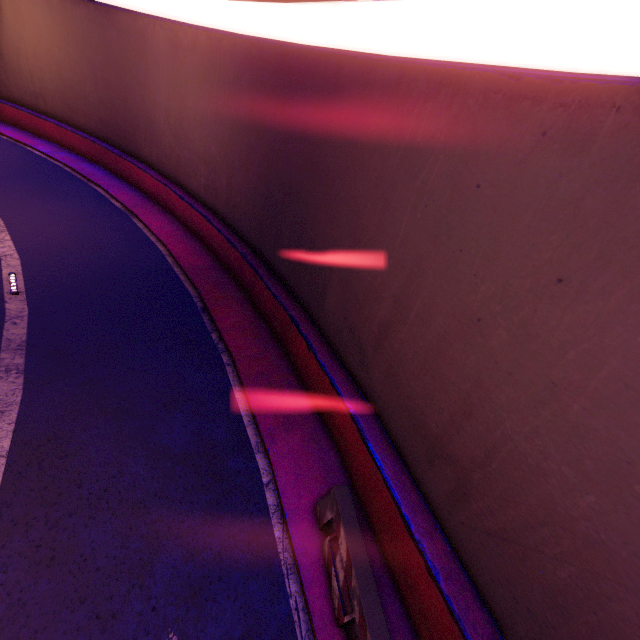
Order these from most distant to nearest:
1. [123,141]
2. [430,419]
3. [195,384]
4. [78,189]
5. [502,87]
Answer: [123,141]
[78,189]
[195,384]
[430,419]
[502,87]

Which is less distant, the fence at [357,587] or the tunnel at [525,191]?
the tunnel at [525,191]

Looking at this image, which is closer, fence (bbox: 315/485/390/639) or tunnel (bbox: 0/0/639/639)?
tunnel (bbox: 0/0/639/639)
